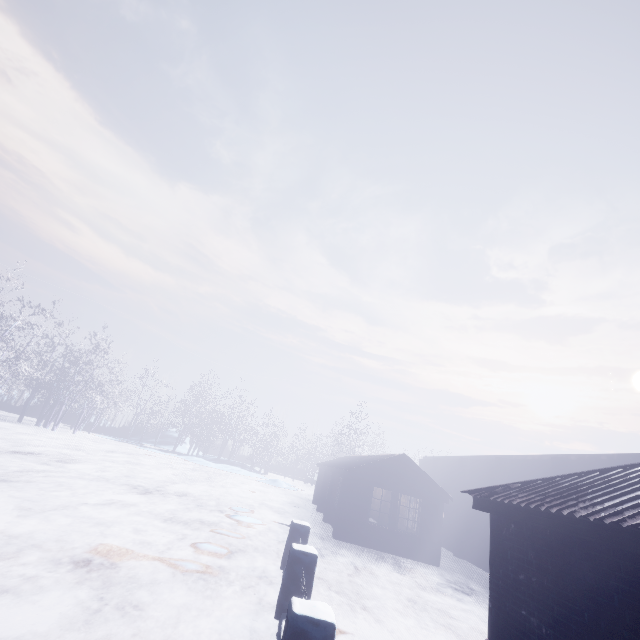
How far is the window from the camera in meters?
14.8 m

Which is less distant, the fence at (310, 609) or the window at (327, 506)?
the fence at (310, 609)

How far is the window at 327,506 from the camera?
14.8 meters

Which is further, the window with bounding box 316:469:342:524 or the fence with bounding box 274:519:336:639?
the window with bounding box 316:469:342:524

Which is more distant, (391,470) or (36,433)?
(36,433)
